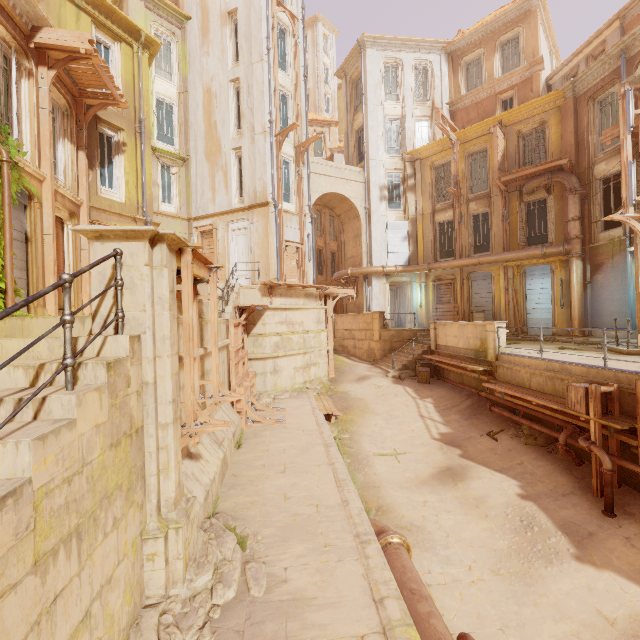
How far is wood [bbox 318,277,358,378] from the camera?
17.2 meters

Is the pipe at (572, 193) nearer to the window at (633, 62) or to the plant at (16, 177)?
the window at (633, 62)

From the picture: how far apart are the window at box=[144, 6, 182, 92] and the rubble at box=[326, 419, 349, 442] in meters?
20.8

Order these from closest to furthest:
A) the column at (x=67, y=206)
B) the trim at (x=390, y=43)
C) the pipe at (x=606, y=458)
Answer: the pipe at (x=606, y=458)
the column at (x=67, y=206)
the trim at (x=390, y=43)

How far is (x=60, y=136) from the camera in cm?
1158

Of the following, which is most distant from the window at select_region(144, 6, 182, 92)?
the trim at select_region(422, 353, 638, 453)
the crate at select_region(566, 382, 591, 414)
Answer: the crate at select_region(566, 382, 591, 414)

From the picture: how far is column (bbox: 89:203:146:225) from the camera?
12.6 meters

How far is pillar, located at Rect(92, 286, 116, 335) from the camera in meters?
3.8
